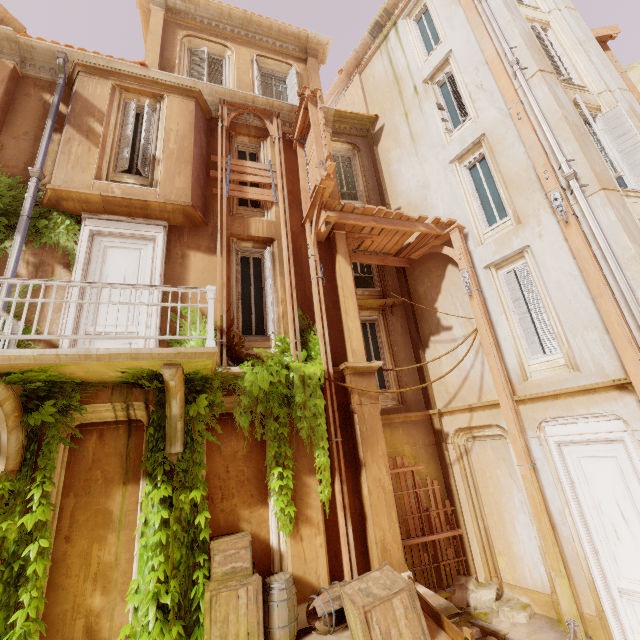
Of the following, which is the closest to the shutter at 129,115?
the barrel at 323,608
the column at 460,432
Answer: the barrel at 323,608

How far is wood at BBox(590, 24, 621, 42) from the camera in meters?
10.7 m

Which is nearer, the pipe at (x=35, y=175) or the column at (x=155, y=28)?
the pipe at (x=35, y=175)

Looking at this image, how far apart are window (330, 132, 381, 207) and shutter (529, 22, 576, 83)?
5.7 meters

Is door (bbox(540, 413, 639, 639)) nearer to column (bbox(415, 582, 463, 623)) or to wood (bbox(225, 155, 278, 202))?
column (bbox(415, 582, 463, 623))

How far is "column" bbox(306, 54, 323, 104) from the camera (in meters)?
11.16

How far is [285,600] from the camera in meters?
5.1 m

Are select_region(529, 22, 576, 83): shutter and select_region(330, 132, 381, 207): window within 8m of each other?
yes
